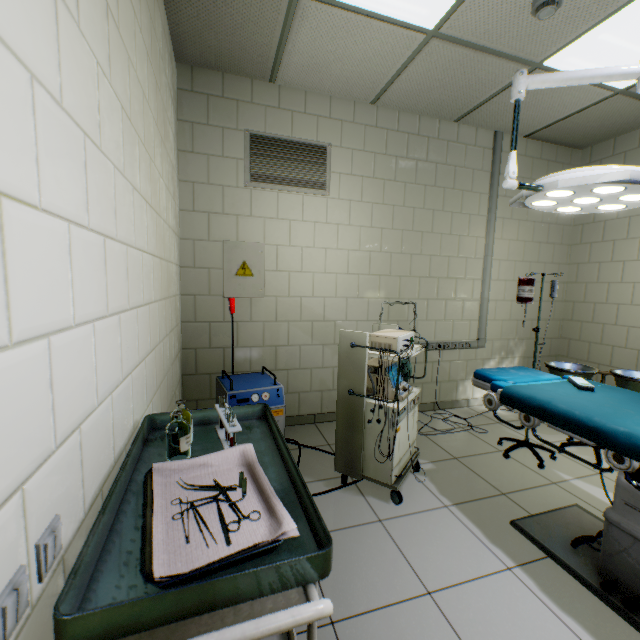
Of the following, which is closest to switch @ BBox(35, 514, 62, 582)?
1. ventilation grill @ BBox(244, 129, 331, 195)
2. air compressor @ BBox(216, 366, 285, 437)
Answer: air compressor @ BBox(216, 366, 285, 437)

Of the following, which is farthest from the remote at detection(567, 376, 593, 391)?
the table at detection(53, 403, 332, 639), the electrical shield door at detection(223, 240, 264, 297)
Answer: the electrical shield door at detection(223, 240, 264, 297)

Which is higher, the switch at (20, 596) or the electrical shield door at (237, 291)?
the electrical shield door at (237, 291)

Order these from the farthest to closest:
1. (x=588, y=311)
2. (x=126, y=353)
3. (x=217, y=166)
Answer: (x=588, y=311), (x=217, y=166), (x=126, y=353)

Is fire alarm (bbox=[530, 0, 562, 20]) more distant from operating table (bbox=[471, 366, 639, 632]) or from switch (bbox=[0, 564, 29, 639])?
switch (bbox=[0, 564, 29, 639])

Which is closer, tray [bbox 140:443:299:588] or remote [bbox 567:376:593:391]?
tray [bbox 140:443:299:588]

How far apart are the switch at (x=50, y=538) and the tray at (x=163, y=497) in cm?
18

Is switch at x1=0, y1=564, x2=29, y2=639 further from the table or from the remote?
the remote
